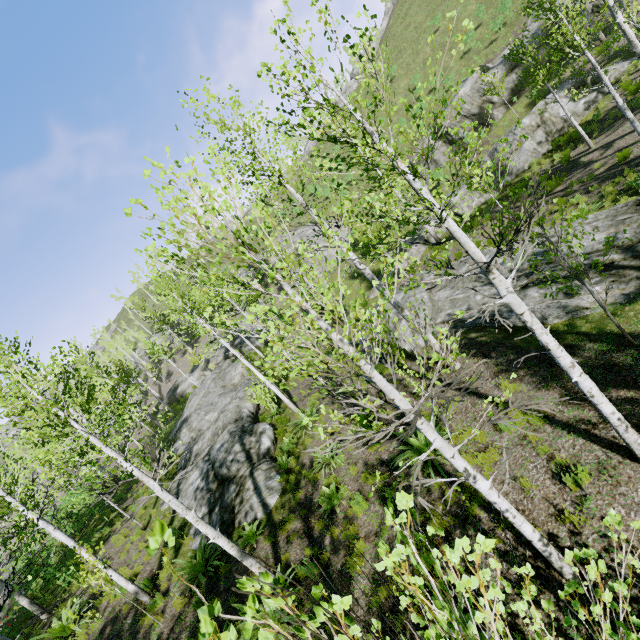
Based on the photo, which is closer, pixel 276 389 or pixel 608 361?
pixel 608 361

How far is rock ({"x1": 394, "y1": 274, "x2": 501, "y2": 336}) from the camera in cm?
1202

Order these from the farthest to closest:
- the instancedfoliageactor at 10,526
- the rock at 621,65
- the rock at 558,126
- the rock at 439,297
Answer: the rock at 558,126, the rock at 621,65, the rock at 439,297, the instancedfoliageactor at 10,526

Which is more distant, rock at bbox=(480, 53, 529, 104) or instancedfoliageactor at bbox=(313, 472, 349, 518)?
rock at bbox=(480, 53, 529, 104)

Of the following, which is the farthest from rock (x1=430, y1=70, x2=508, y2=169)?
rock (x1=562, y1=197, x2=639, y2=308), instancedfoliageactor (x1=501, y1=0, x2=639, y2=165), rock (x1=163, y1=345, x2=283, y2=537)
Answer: rock (x1=163, y1=345, x2=283, y2=537)

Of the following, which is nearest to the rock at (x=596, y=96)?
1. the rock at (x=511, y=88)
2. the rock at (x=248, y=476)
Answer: the rock at (x=511, y=88)

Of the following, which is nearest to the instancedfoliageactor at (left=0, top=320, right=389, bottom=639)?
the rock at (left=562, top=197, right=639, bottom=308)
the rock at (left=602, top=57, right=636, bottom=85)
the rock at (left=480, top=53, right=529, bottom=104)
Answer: the rock at (left=602, top=57, right=636, bottom=85)

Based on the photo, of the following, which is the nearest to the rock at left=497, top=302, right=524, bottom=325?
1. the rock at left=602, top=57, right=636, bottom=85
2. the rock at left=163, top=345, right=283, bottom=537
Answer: the rock at left=163, top=345, right=283, bottom=537
